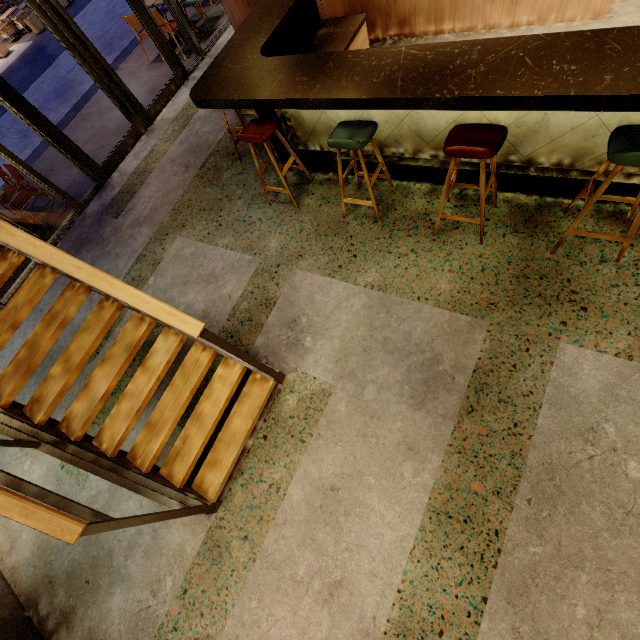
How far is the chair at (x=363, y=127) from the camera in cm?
273

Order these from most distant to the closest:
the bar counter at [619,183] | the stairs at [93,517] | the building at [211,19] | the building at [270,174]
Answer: the building at [211,19] → the building at [270,174] → the bar counter at [619,183] → the stairs at [93,517]

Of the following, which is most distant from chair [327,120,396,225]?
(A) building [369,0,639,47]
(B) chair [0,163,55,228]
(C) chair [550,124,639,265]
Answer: (B) chair [0,163,55,228]

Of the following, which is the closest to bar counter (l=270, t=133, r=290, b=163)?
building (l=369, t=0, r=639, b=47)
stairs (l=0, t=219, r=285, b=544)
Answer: building (l=369, t=0, r=639, b=47)

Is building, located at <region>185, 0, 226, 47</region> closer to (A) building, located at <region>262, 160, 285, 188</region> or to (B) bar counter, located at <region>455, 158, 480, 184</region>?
(A) building, located at <region>262, 160, 285, 188</region>

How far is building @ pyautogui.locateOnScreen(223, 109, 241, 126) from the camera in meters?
5.1

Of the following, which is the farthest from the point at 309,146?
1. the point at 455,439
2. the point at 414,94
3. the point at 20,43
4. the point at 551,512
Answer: the point at 20,43

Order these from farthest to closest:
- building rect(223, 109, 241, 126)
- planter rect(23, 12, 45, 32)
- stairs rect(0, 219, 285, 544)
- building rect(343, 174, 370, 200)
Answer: planter rect(23, 12, 45, 32) < building rect(223, 109, 241, 126) < building rect(343, 174, 370, 200) < stairs rect(0, 219, 285, 544)
